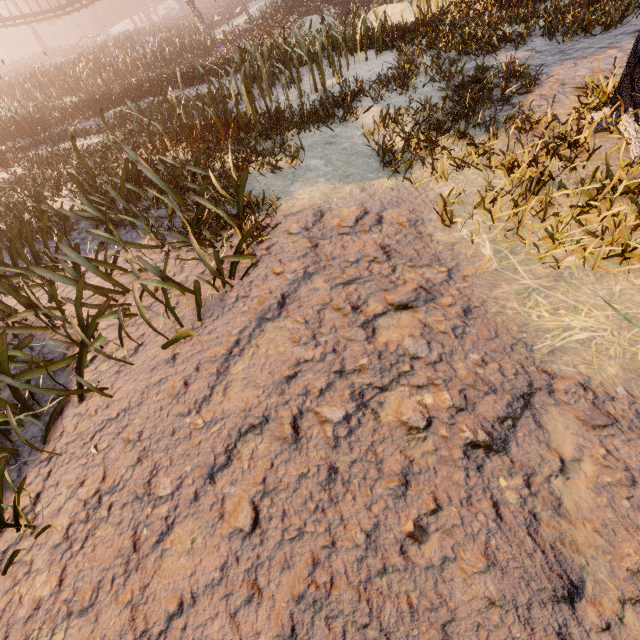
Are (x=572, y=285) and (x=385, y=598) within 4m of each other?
yes
